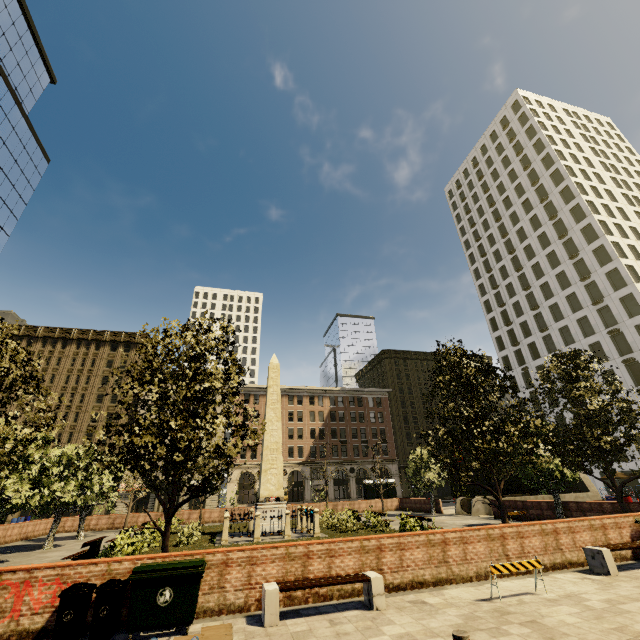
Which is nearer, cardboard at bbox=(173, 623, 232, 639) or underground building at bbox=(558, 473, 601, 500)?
cardboard at bbox=(173, 623, 232, 639)

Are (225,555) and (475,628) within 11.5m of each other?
yes

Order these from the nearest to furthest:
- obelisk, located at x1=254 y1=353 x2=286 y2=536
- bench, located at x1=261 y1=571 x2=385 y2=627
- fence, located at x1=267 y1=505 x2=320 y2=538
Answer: bench, located at x1=261 y1=571 x2=385 y2=627, fence, located at x1=267 y1=505 x2=320 y2=538, obelisk, located at x1=254 y1=353 x2=286 y2=536

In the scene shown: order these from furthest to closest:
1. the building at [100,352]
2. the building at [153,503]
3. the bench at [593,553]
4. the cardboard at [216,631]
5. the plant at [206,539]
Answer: the building at [100,352]
the building at [153,503]
the plant at [206,539]
the bench at [593,553]
the cardboard at [216,631]

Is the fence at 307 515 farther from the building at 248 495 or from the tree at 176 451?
the building at 248 495

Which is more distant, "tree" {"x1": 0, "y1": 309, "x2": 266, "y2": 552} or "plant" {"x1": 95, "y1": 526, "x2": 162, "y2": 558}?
"plant" {"x1": 95, "y1": 526, "x2": 162, "y2": 558}

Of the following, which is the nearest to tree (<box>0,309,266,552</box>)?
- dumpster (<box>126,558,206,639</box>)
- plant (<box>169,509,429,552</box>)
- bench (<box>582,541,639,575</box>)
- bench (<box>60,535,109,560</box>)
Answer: plant (<box>169,509,429,552</box>)

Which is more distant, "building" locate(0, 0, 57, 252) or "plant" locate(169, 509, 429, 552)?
"building" locate(0, 0, 57, 252)
